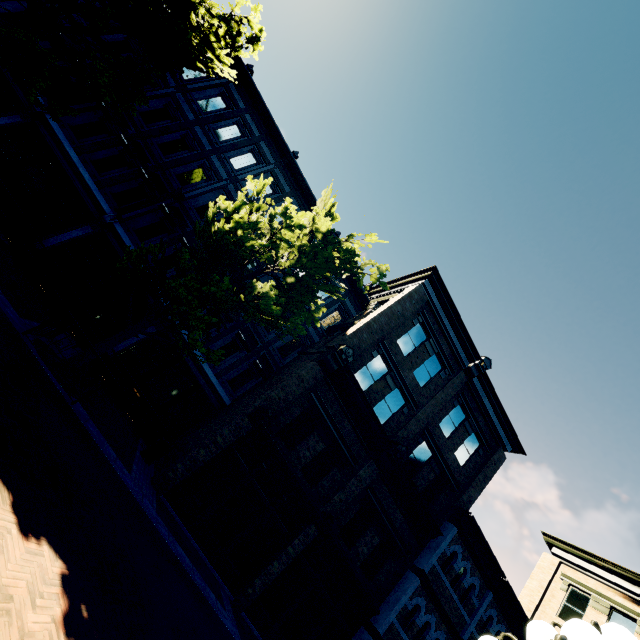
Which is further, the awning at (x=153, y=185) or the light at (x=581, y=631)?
the awning at (x=153, y=185)

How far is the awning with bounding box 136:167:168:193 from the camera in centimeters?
1409cm

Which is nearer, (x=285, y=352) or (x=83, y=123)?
(x=83, y=123)

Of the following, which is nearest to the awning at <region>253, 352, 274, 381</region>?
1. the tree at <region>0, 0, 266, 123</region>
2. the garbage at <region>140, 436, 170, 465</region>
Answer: the tree at <region>0, 0, 266, 123</region>

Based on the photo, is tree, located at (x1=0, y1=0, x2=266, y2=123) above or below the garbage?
above

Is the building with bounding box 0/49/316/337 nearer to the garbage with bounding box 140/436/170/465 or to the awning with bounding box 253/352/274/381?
the awning with bounding box 253/352/274/381

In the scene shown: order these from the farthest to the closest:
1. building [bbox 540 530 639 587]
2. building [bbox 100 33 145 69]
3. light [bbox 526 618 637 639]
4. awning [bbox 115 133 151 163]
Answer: building [bbox 540 530 639 587] → building [bbox 100 33 145 69] → awning [bbox 115 133 151 163] → light [bbox 526 618 637 639]

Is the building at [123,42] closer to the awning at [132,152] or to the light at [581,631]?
the awning at [132,152]
